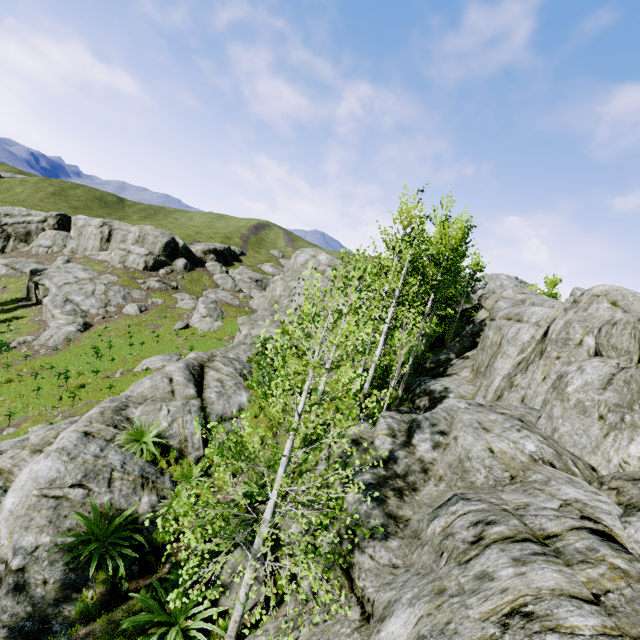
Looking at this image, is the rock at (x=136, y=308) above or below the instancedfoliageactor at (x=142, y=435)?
below

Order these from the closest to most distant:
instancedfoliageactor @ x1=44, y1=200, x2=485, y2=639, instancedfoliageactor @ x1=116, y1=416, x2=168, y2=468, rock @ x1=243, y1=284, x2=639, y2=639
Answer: rock @ x1=243, y1=284, x2=639, y2=639, instancedfoliageactor @ x1=44, y1=200, x2=485, y2=639, instancedfoliageactor @ x1=116, y1=416, x2=168, y2=468

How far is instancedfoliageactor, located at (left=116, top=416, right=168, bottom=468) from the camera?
9.8m

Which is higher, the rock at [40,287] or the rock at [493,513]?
the rock at [493,513]

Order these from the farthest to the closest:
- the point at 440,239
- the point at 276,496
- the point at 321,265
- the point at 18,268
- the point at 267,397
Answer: the point at 18,268
the point at 321,265
the point at 440,239
the point at 276,496
the point at 267,397

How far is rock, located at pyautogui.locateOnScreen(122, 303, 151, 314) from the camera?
36.09m

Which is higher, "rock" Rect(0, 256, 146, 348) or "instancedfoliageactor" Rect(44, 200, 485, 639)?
"instancedfoliageactor" Rect(44, 200, 485, 639)
